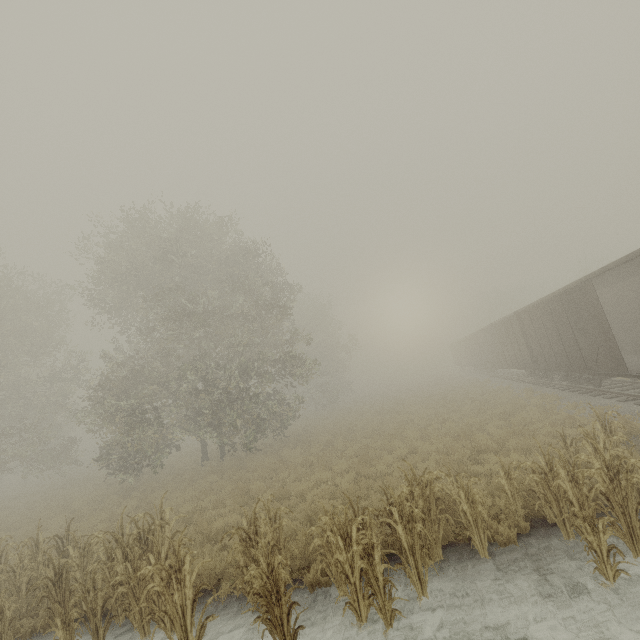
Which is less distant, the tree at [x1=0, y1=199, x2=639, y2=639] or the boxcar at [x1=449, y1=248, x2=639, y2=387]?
the tree at [x1=0, y1=199, x2=639, y2=639]

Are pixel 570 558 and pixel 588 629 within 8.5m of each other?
yes

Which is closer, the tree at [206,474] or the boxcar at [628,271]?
the tree at [206,474]
